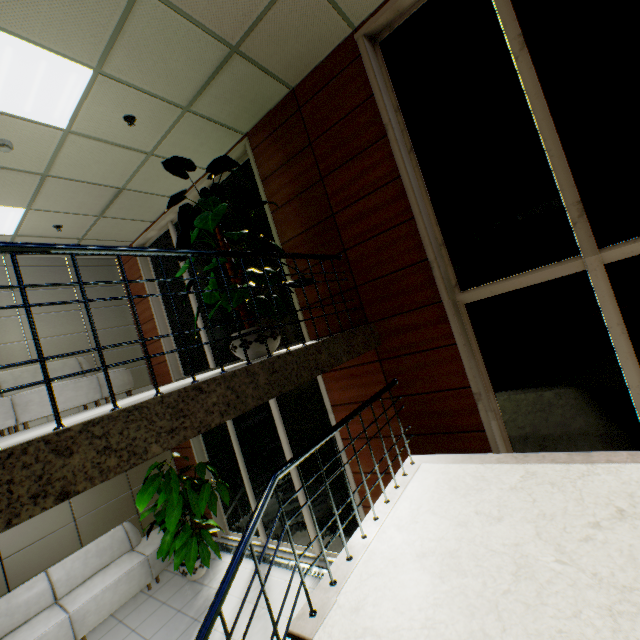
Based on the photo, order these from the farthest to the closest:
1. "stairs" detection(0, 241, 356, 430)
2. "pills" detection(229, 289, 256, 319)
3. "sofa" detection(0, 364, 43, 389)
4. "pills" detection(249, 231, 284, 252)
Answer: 1. "sofa" detection(0, 364, 43, 389)
2. "pills" detection(249, 231, 284, 252)
3. "pills" detection(229, 289, 256, 319)
4. "stairs" detection(0, 241, 356, 430)

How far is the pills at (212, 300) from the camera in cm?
346

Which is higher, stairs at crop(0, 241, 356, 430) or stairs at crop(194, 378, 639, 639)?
stairs at crop(0, 241, 356, 430)

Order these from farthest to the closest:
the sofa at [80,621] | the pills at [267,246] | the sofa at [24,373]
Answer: the sofa at [24,373] < the sofa at [80,621] < the pills at [267,246]

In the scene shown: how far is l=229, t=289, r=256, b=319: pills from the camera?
3.4m

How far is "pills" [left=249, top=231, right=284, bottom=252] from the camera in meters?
3.9

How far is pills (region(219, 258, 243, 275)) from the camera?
3.52m

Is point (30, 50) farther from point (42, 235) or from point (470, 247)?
point (470, 247)
